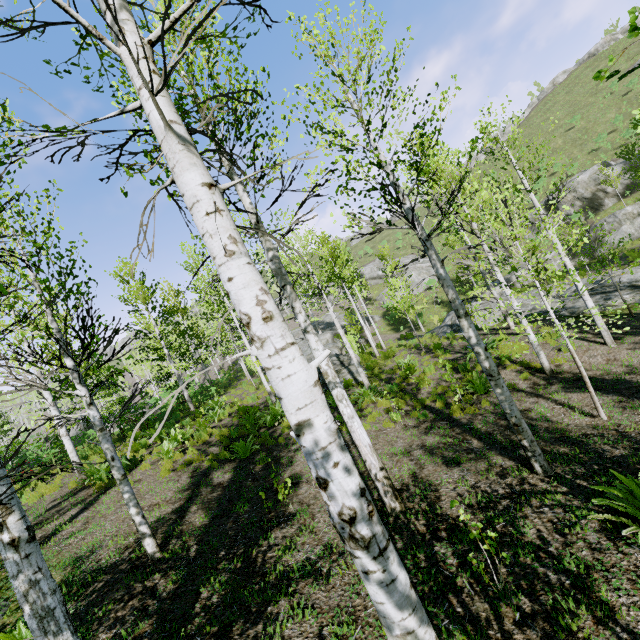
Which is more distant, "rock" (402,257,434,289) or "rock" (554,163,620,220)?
"rock" (402,257,434,289)

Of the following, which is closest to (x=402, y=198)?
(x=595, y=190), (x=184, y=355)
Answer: (x=595, y=190)

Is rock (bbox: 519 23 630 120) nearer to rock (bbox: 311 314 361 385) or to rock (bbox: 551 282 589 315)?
rock (bbox: 311 314 361 385)

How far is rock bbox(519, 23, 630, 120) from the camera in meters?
51.6

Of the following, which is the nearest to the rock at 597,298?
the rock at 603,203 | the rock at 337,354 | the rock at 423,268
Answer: the rock at 337,354

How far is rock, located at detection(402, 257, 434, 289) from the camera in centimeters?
4225cm

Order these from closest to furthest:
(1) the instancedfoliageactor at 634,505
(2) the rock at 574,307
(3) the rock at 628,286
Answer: (1) the instancedfoliageactor at 634,505, (3) the rock at 628,286, (2) the rock at 574,307

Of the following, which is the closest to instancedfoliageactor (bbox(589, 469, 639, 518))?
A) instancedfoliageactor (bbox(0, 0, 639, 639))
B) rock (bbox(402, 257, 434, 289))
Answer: instancedfoliageactor (bbox(0, 0, 639, 639))
